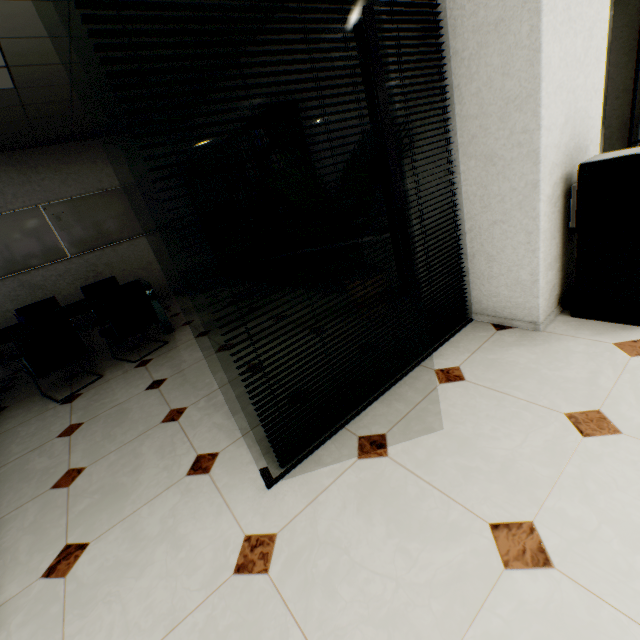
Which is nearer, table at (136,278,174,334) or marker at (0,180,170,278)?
table at (136,278,174,334)

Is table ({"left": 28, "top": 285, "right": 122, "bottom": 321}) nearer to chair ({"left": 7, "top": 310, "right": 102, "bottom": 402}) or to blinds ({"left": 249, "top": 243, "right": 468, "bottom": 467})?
chair ({"left": 7, "top": 310, "right": 102, "bottom": 402})

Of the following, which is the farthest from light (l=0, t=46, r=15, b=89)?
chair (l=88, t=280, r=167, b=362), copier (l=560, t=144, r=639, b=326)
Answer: copier (l=560, t=144, r=639, b=326)

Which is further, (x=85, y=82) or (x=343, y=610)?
(x=85, y=82)

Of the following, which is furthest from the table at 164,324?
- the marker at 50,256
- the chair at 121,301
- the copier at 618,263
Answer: the copier at 618,263

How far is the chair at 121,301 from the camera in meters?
3.6

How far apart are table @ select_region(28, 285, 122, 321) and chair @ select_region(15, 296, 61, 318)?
0.56m

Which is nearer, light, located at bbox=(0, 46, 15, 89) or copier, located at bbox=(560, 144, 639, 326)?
copier, located at bbox=(560, 144, 639, 326)
